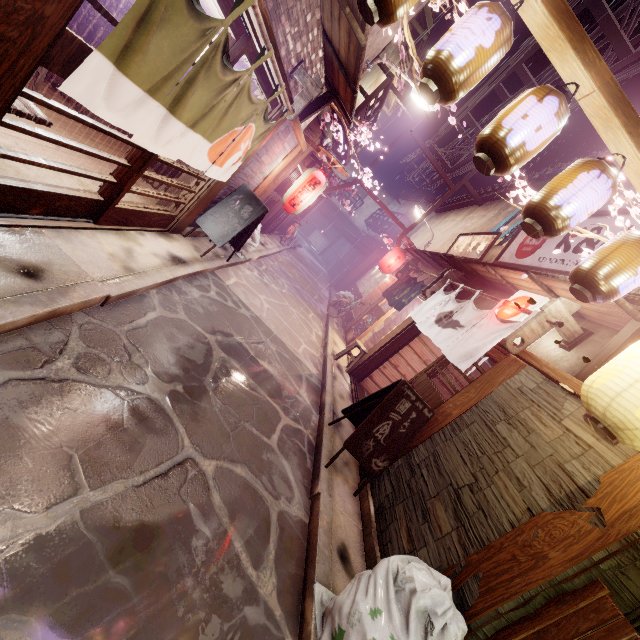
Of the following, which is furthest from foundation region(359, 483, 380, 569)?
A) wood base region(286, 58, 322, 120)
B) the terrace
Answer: the terrace

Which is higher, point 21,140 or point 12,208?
point 12,208

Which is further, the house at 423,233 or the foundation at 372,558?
the house at 423,233

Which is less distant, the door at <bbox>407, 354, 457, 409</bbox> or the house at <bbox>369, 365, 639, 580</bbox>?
the house at <bbox>369, 365, 639, 580</bbox>

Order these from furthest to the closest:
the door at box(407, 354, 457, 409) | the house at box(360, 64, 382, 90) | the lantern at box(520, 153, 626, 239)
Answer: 1. the house at box(360, 64, 382, 90)
2. the door at box(407, 354, 457, 409)
3. the lantern at box(520, 153, 626, 239)

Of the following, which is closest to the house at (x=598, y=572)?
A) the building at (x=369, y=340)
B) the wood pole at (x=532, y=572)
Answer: the wood pole at (x=532, y=572)

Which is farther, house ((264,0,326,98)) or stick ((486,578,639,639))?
house ((264,0,326,98))

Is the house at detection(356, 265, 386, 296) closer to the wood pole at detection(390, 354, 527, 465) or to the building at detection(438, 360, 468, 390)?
the building at detection(438, 360, 468, 390)
